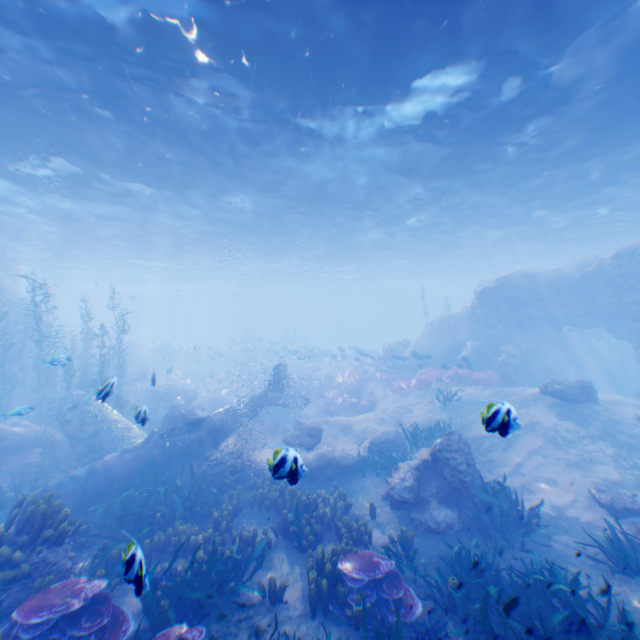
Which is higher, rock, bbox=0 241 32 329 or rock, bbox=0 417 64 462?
rock, bbox=0 241 32 329

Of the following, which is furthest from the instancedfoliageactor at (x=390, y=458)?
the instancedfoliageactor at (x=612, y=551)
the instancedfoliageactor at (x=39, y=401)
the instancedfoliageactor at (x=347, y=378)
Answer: the instancedfoliageactor at (x=347, y=378)

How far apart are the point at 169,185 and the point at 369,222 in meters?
12.9

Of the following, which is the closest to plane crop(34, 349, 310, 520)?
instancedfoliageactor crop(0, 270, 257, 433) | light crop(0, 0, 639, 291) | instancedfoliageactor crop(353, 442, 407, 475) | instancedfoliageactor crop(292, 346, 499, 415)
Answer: instancedfoliageactor crop(0, 270, 257, 433)

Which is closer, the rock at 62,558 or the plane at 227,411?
the rock at 62,558

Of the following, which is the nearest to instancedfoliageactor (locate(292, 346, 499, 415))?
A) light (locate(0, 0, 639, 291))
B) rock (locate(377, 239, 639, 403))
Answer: rock (locate(377, 239, 639, 403))

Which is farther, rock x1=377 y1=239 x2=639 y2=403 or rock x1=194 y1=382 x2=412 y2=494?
rock x1=377 y1=239 x2=639 y2=403

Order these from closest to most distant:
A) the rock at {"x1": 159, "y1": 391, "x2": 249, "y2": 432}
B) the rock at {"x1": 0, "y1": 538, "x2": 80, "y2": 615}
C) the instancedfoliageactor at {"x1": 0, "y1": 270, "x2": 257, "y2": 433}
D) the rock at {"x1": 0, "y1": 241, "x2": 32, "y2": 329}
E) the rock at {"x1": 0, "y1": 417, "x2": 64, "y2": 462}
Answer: the rock at {"x1": 0, "y1": 538, "x2": 80, "y2": 615}
the rock at {"x1": 0, "y1": 417, "x2": 64, "y2": 462}
the rock at {"x1": 159, "y1": 391, "x2": 249, "y2": 432}
the instancedfoliageactor at {"x1": 0, "y1": 270, "x2": 257, "y2": 433}
the rock at {"x1": 0, "y1": 241, "x2": 32, "y2": 329}
